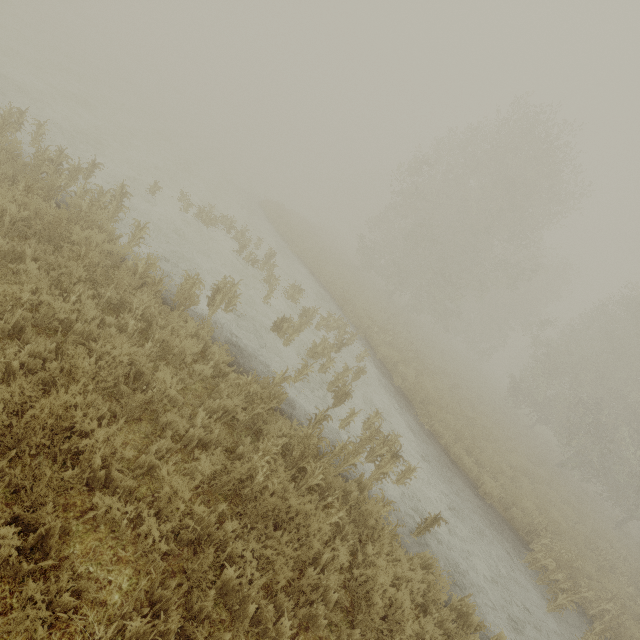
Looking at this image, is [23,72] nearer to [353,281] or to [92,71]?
[92,71]
